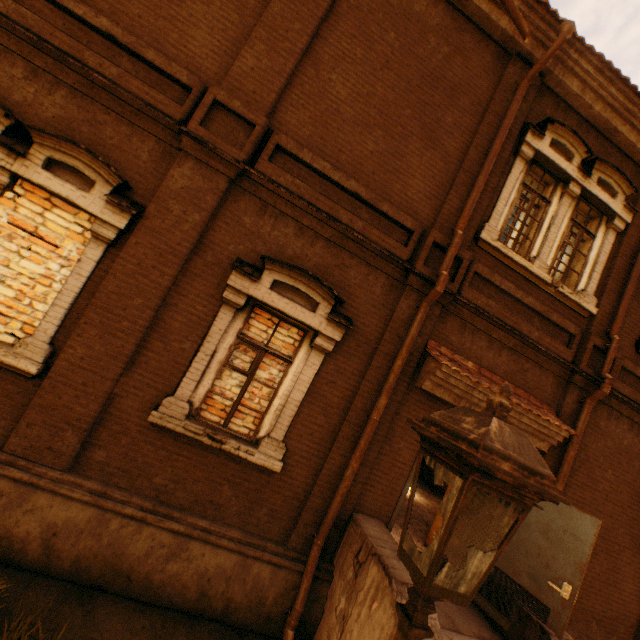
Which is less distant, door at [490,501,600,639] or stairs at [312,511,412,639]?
stairs at [312,511,412,639]

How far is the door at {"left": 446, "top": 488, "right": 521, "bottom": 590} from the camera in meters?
5.4

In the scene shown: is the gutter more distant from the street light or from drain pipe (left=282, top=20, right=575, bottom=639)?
the street light

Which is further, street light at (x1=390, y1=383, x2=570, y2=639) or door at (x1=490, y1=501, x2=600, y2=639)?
door at (x1=490, y1=501, x2=600, y2=639)

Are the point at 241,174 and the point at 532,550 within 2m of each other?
no

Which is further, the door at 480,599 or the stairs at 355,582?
the door at 480,599

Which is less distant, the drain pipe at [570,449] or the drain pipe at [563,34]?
the drain pipe at [563,34]

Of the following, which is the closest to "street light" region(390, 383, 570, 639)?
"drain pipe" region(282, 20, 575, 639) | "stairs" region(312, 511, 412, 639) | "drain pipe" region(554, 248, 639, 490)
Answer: "stairs" region(312, 511, 412, 639)
